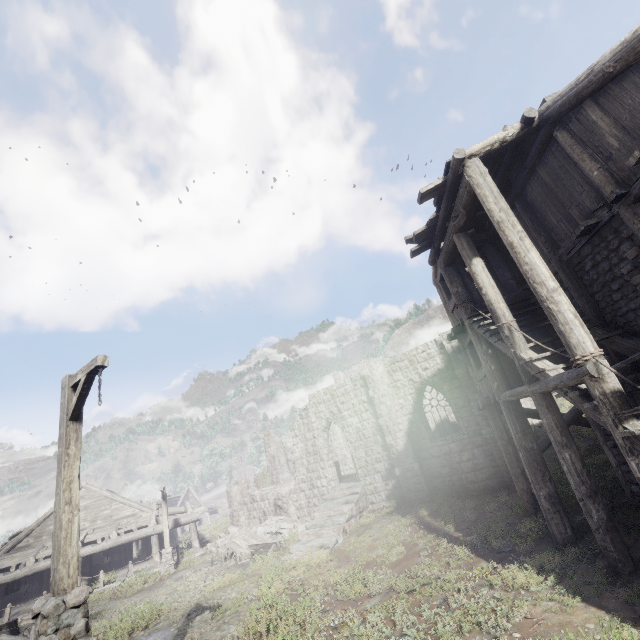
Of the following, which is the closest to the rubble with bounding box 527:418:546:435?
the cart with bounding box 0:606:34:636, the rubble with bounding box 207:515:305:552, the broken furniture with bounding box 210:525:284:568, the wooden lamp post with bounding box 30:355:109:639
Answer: the rubble with bounding box 207:515:305:552

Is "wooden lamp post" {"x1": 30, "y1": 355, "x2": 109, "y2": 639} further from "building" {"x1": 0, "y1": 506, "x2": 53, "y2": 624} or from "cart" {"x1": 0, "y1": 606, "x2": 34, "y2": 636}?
"cart" {"x1": 0, "y1": 606, "x2": 34, "y2": 636}

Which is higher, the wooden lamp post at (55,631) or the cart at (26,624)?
the wooden lamp post at (55,631)

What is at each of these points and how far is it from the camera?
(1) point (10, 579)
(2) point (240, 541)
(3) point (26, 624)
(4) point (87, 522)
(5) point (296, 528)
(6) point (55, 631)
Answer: (1) building, 18.08m
(2) broken furniture, 17.91m
(3) cart, 12.37m
(4) building, 22.23m
(5) rubble, 19.28m
(6) wooden lamp post, 4.64m

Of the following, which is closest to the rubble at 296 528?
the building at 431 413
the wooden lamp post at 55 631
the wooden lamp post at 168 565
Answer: the building at 431 413

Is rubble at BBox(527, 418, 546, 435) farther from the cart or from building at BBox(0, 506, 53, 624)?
the cart

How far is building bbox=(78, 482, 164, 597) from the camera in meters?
19.9

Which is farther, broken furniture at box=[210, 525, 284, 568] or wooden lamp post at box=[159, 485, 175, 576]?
Answer: wooden lamp post at box=[159, 485, 175, 576]
